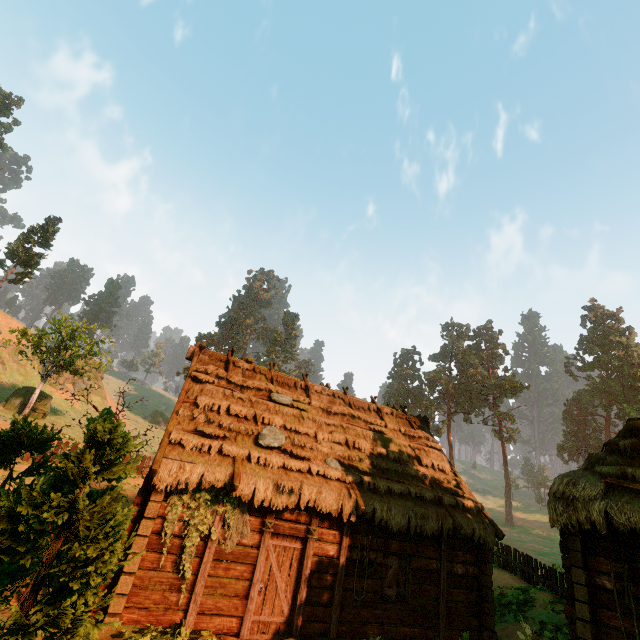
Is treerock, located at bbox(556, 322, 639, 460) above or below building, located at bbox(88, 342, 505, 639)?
above

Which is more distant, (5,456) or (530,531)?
(530,531)

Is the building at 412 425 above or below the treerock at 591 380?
below

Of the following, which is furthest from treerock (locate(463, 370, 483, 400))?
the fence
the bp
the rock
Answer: the bp

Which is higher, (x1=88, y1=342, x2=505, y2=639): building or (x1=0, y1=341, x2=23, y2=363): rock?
(x1=0, y1=341, x2=23, y2=363): rock

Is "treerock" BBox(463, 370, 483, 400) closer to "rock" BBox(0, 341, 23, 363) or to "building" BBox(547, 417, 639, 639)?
"building" BBox(547, 417, 639, 639)

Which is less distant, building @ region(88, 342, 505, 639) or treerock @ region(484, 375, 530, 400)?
building @ region(88, 342, 505, 639)

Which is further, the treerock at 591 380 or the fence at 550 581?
the treerock at 591 380
